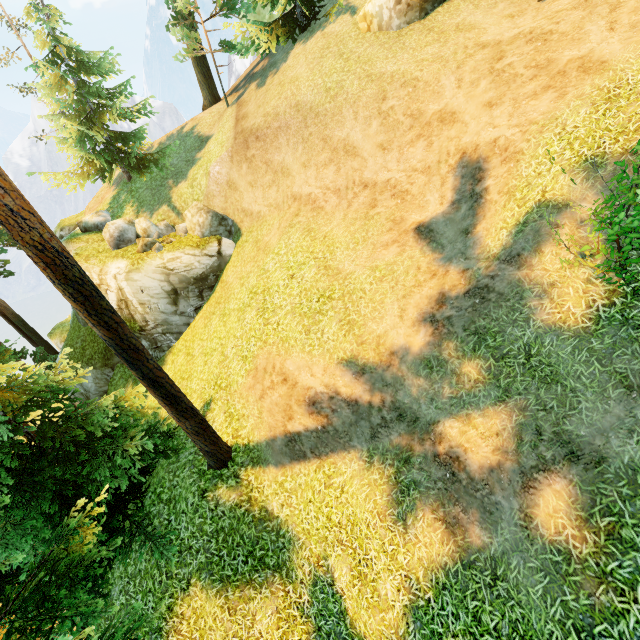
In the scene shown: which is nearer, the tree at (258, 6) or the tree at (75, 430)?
the tree at (75, 430)

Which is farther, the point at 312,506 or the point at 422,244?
the point at 422,244

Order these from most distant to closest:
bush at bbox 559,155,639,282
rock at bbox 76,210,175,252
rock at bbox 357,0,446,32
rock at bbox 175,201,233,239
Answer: rock at bbox 175,201,233,239, rock at bbox 76,210,175,252, rock at bbox 357,0,446,32, bush at bbox 559,155,639,282

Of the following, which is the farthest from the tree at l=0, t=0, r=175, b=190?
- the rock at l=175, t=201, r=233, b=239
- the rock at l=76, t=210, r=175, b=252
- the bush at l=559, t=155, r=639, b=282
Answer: the rock at l=175, t=201, r=233, b=239

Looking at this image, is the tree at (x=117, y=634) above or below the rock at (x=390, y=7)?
below

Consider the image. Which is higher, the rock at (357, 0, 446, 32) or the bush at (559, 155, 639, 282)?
the rock at (357, 0, 446, 32)

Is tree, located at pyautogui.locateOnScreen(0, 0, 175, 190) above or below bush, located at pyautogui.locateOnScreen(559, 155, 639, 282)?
above

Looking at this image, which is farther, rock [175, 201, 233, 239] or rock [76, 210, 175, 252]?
rock [175, 201, 233, 239]
